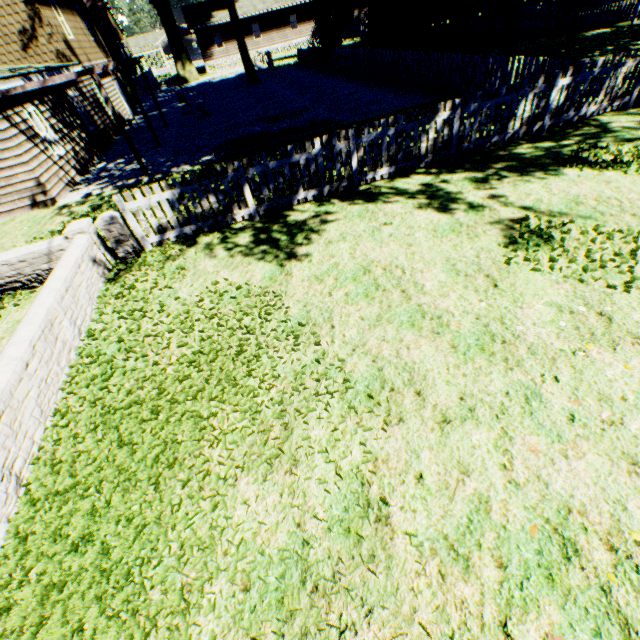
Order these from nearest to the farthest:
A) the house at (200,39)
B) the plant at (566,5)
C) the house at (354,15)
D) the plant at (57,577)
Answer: the plant at (57,577) < the plant at (566,5) < the house at (200,39) < the house at (354,15)

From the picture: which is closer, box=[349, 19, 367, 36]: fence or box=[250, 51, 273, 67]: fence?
box=[250, 51, 273, 67]: fence

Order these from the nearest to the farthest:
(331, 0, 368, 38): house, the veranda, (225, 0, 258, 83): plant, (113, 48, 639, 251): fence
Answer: (113, 48, 639, 251): fence → the veranda → (225, 0, 258, 83): plant → (331, 0, 368, 38): house

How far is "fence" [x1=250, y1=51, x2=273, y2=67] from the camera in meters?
30.7

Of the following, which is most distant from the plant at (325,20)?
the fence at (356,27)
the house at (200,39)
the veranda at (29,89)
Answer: the veranda at (29,89)

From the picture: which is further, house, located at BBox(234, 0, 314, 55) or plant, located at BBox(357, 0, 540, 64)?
house, located at BBox(234, 0, 314, 55)

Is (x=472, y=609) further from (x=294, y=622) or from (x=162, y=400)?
(x=162, y=400)

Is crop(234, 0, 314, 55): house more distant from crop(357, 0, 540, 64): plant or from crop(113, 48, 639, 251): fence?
crop(357, 0, 540, 64): plant
